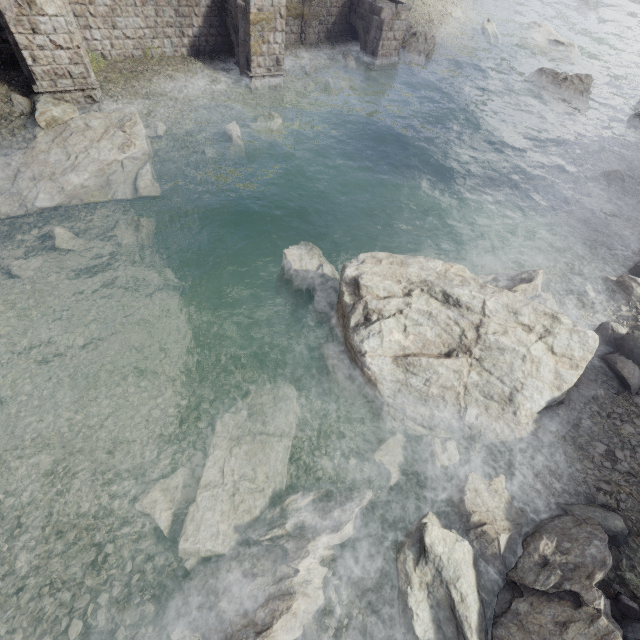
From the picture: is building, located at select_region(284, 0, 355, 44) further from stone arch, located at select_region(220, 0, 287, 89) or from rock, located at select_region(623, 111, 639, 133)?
rock, located at select_region(623, 111, 639, 133)

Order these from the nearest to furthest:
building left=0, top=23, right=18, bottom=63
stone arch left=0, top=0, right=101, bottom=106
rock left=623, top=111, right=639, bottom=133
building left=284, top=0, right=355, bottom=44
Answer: stone arch left=0, top=0, right=101, bottom=106, building left=0, top=23, right=18, bottom=63, building left=284, top=0, right=355, bottom=44, rock left=623, top=111, right=639, bottom=133

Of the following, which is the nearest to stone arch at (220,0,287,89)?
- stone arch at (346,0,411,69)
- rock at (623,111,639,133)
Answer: Result: stone arch at (346,0,411,69)

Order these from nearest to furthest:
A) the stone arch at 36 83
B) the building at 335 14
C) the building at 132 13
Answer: the stone arch at 36 83
the building at 132 13
the building at 335 14

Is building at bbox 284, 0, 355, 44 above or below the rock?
above

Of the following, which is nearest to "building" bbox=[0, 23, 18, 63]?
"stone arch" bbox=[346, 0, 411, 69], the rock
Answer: "stone arch" bbox=[346, 0, 411, 69]

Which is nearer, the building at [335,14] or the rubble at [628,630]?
the rubble at [628,630]

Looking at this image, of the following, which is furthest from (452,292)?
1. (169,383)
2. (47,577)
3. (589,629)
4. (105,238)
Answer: (105,238)
